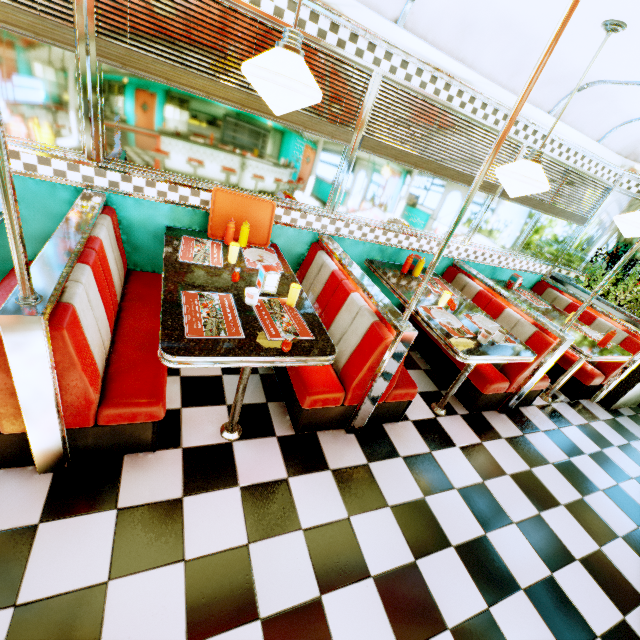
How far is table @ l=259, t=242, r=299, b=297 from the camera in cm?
235

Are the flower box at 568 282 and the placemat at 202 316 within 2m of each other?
no

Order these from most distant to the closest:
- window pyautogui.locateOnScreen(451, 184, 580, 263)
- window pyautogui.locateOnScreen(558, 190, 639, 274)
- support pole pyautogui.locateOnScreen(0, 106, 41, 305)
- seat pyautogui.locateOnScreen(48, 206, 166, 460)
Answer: window pyautogui.locateOnScreen(558, 190, 639, 274)
window pyautogui.locateOnScreen(451, 184, 580, 263)
seat pyautogui.locateOnScreen(48, 206, 166, 460)
support pole pyautogui.locateOnScreen(0, 106, 41, 305)

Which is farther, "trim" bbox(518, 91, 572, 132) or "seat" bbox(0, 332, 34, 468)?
"trim" bbox(518, 91, 572, 132)

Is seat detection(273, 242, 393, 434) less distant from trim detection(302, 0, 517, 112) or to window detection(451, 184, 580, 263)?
window detection(451, 184, 580, 263)

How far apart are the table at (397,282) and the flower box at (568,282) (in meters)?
2.45

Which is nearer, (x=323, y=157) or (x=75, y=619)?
(x=75, y=619)

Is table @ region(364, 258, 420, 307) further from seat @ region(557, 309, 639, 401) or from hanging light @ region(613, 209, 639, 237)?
hanging light @ region(613, 209, 639, 237)
